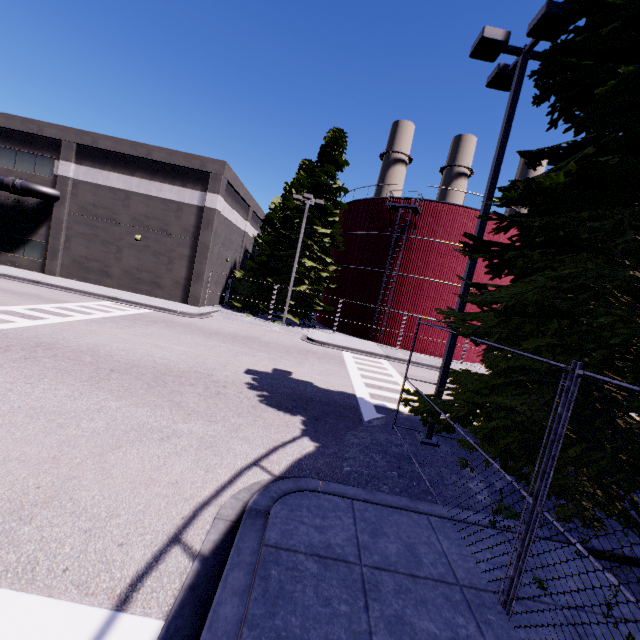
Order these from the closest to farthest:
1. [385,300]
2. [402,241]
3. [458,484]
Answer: [458,484] < [402,241] < [385,300]

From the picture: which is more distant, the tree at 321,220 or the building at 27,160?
the tree at 321,220

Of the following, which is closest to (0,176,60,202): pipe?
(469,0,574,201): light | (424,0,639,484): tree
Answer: (424,0,639,484): tree

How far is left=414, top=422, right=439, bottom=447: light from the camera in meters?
8.3

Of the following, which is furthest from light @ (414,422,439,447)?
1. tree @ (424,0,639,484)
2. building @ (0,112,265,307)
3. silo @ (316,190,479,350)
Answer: building @ (0,112,265,307)

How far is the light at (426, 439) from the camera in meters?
8.3

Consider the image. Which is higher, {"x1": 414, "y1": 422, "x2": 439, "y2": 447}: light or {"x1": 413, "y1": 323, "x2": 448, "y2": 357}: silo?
{"x1": 413, "y1": 323, "x2": 448, "y2": 357}: silo

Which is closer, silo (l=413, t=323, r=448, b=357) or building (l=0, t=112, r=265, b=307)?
building (l=0, t=112, r=265, b=307)
